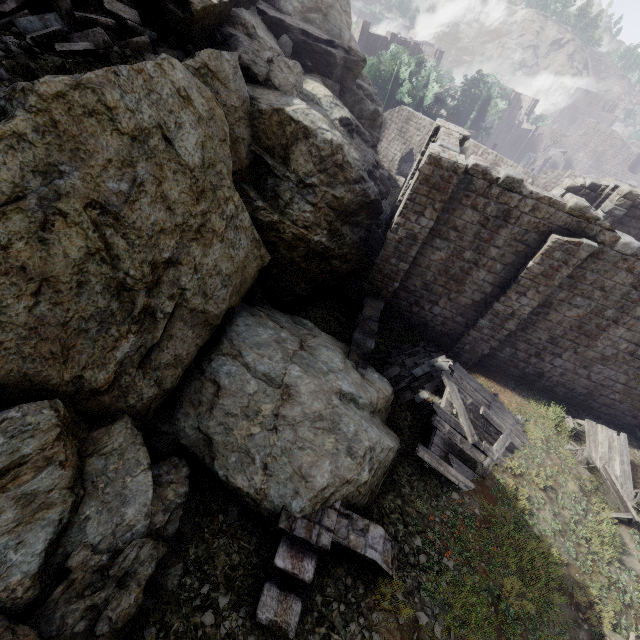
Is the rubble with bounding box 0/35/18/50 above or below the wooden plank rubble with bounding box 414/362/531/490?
above

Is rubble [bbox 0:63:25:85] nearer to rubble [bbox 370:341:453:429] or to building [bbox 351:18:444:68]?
building [bbox 351:18:444:68]

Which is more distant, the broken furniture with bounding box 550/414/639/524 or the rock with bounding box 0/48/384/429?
the broken furniture with bounding box 550/414/639/524

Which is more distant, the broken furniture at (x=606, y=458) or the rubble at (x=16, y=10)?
the broken furniture at (x=606, y=458)

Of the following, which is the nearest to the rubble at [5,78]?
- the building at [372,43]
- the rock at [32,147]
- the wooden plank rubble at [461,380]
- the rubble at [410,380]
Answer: the rock at [32,147]

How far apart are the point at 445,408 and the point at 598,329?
7.4 meters

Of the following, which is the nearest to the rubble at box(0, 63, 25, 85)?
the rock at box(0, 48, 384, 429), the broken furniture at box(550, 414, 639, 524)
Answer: the rock at box(0, 48, 384, 429)

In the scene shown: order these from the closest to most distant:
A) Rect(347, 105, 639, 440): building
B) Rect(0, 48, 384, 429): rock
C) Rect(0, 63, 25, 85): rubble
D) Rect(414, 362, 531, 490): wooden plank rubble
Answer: Rect(0, 48, 384, 429): rock < Rect(0, 63, 25, 85): rubble < Rect(414, 362, 531, 490): wooden plank rubble < Rect(347, 105, 639, 440): building
